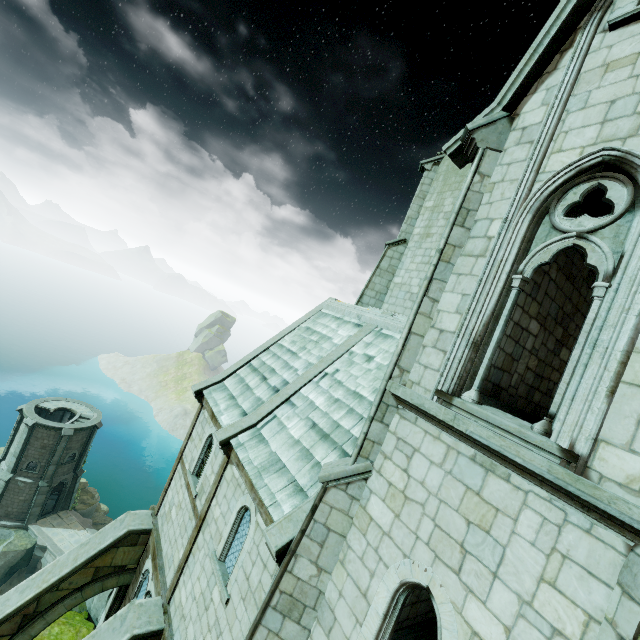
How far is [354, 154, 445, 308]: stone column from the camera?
15.4 meters

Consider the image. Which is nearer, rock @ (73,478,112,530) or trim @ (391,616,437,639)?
trim @ (391,616,437,639)

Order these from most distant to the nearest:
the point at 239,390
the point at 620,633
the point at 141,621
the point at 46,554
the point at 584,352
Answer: the point at 46,554 → the point at 239,390 → the point at 141,621 → the point at 584,352 → the point at 620,633

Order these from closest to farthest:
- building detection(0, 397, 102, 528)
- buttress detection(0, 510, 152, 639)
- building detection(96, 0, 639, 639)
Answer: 1. building detection(96, 0, 639, 639)
2. buttress detection(0, 510, 152, 639)
3. building detection(0, 397, 102, 528)

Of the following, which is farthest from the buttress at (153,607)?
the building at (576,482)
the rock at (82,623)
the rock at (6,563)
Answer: the rock at (6,563)

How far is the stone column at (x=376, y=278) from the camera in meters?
15.4 m

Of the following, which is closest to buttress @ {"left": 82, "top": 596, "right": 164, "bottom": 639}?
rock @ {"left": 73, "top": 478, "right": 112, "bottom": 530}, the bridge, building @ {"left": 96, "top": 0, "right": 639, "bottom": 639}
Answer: building @ {"left": 96, "top": 0, "right": 639, "bottom": 639}

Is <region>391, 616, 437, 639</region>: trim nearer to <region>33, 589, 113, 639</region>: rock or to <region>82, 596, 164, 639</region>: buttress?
<region>33, 589, 113, 639</region>: rock
